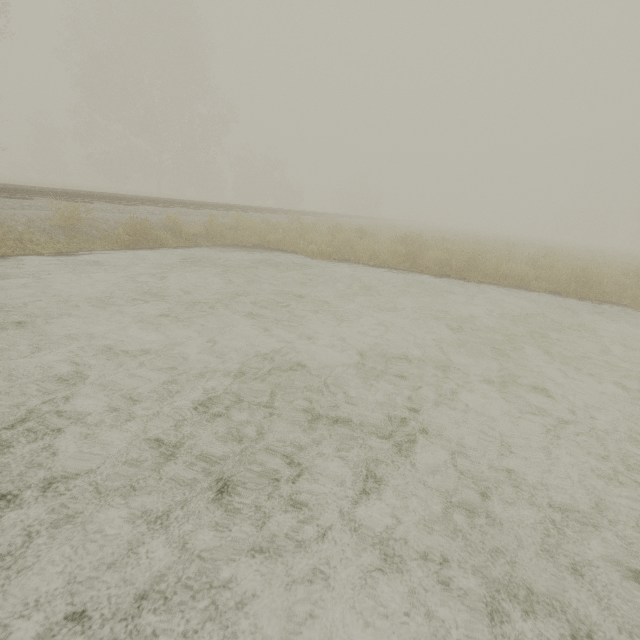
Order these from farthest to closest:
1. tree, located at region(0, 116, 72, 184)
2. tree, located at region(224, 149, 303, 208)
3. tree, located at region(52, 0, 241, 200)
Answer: tree, located at region(224, 149, 303, 208) → tree, located at region(0, 116, 72, 184) → tree, located at region(52, 0, 241, 200)

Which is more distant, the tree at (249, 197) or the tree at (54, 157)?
the tree at (249, 197)

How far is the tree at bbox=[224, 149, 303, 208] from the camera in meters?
40.2 m

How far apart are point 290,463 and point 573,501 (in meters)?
1.83

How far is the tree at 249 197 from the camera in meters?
40.2 m

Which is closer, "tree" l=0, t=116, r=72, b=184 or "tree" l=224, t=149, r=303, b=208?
"tree" l=0, t=116, r=72, b=184
